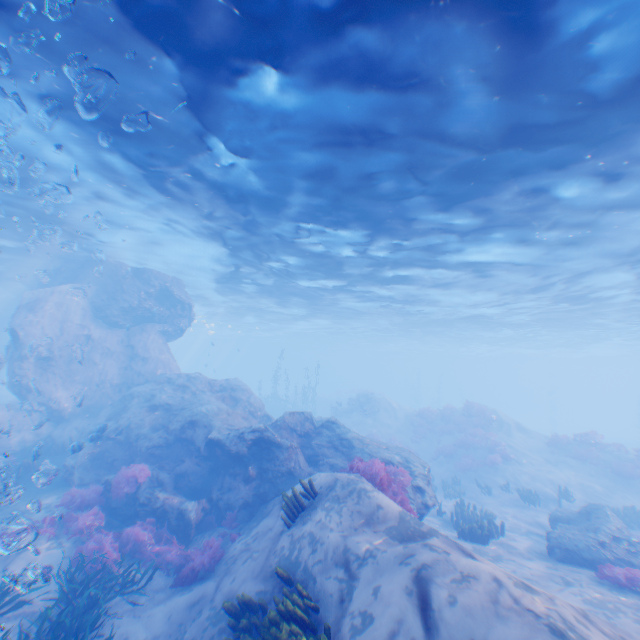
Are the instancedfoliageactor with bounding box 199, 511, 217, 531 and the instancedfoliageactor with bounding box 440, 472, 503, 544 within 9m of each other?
no

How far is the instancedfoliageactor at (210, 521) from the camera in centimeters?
1132cm

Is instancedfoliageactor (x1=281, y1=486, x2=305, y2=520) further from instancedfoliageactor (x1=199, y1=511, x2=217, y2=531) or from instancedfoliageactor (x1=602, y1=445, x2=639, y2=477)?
instancedfoliageactor (x1=602, y1=445, x2=639, y2=477)

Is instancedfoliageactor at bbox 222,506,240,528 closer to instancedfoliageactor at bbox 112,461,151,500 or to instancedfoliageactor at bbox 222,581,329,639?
instancedfoliageactor at bbox 112,461,151,500

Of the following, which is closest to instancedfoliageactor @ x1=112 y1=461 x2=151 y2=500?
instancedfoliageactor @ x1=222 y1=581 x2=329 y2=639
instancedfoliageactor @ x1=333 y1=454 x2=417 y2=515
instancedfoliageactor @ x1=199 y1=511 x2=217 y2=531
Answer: instancedfoliageactor @ x1=199 y1=511 x2=217 y2=531

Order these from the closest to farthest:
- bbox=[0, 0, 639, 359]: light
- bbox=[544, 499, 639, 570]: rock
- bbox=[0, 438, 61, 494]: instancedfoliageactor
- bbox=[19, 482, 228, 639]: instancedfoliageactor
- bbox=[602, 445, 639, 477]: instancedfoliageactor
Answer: bbox=[0, 0, 639, 359]: light < bbox=[19, 482, 228, 639]: instancedfoliageactor < bbox=[544, 499, 639, 570]: rock < bbox=[0, 438, 61, 494]: instancedfoliageactor < bbox=[602, 445, 639, 477]: instancedfoliageactor

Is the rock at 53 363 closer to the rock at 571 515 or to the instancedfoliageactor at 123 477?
the instancedfoliageactor at 123 477

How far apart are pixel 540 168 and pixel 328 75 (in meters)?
7.07
